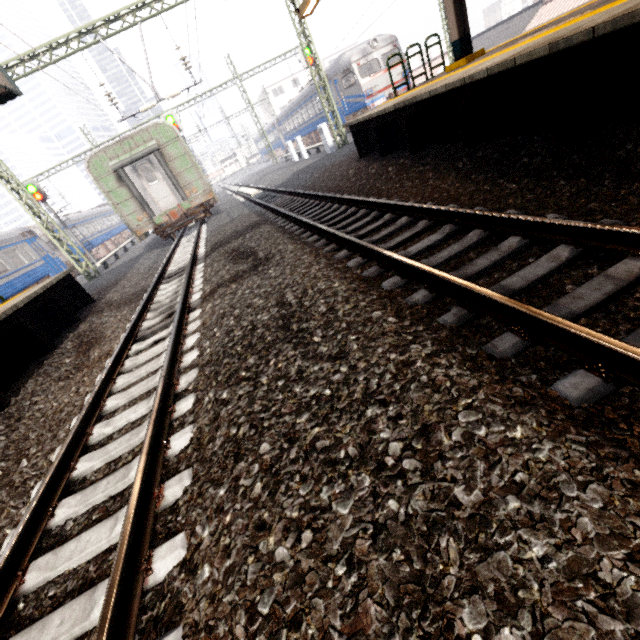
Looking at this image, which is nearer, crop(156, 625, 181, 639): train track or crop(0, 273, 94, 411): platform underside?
crop(156, 625, 181, 639): train track

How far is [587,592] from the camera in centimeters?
103cm

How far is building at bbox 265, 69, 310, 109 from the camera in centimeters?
5866cm

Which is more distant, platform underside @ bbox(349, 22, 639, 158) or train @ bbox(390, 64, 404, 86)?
train @ bbox(390, 64, 404, 86)

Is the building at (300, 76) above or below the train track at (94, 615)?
above

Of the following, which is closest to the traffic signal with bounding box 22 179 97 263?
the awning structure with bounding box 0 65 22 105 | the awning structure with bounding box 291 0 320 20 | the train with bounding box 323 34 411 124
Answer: the awning structure with bounding box 0 65 22 105

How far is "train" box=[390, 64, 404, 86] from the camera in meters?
19.8

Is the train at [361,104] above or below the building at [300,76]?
below
